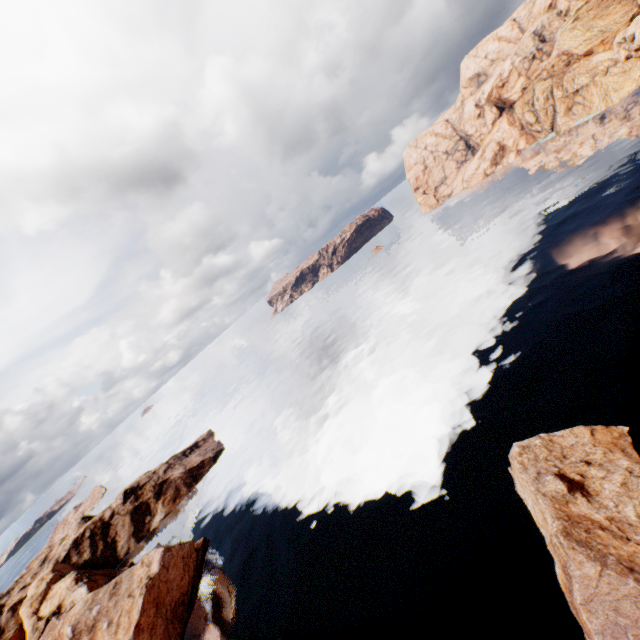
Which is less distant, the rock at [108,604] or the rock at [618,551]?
the rock at [618,551]

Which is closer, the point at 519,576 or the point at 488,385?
the point at 519,576

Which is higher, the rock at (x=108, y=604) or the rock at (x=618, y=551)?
the rock at (x=108, y=604)

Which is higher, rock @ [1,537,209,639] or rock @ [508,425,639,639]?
rock @ [1,537,209,639]

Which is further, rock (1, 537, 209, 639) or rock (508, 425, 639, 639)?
rock (1, 537, 209, 639)
